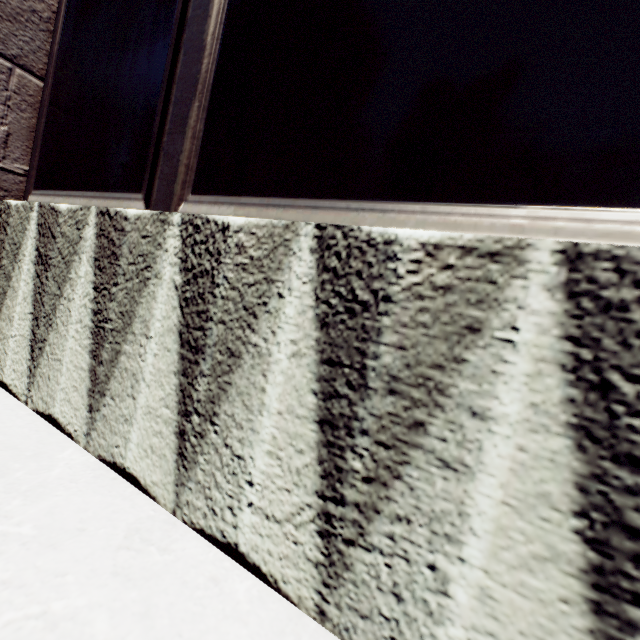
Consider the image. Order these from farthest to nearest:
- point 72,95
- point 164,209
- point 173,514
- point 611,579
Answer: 1. point 72,95
2. point 164,209
3. point 173,514
4. point 611,579
